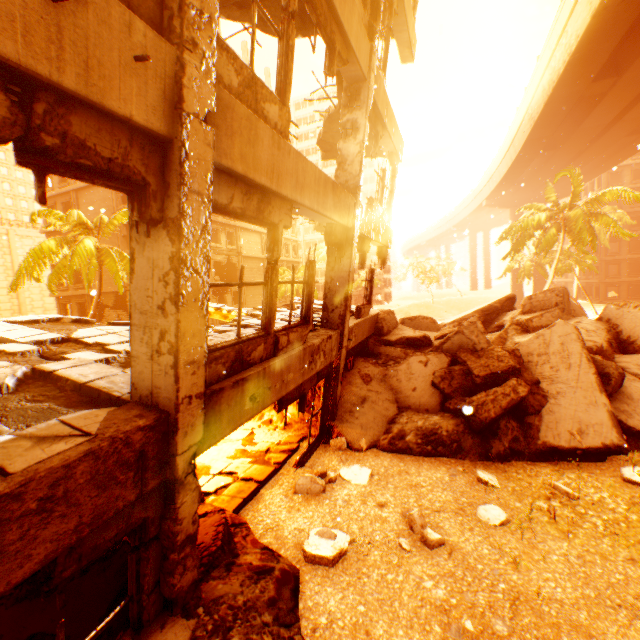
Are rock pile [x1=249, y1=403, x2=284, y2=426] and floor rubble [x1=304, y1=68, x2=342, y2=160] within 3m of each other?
no

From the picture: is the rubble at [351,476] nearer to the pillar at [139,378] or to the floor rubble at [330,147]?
the pillar at [139,378]

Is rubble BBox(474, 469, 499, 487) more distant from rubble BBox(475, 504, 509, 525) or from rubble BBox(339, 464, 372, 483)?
rubble BBox(339, 464, 372, 483)

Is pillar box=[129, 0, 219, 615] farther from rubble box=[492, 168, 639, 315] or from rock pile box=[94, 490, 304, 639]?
rubble box=[492, 168, 639, 315]

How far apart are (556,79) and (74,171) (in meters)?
26.56

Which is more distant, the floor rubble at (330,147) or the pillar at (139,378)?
the floor rubble at (330,147)

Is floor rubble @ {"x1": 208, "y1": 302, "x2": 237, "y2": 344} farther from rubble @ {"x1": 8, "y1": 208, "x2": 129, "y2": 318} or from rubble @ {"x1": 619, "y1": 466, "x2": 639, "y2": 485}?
rubble @ {"x1": 619, "y1": 466, "x2": 639, "y2": 485}

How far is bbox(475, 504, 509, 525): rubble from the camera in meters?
5.1 m
